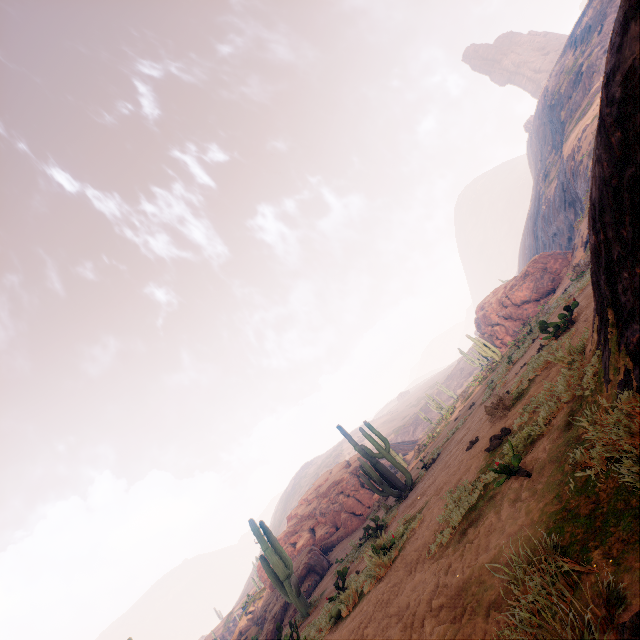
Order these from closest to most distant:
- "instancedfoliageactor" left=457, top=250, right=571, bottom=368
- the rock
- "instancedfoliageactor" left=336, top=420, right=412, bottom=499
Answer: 1. "instancedfoliageactor" left=336, top=420, right=412, bottom=499
2. the rock
3. "instancedfoliageactor" left=457, top=250, right=571, bottom=368

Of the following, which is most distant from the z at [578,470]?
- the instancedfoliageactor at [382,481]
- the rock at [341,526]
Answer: the rock at [341,526]

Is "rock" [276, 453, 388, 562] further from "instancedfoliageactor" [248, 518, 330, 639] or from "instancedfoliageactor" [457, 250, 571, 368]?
"instancedfoliageactor" [457, 250, 571, 368]

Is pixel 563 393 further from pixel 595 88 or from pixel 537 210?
pixel 537 210

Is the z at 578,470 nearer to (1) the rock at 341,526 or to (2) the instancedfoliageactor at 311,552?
(2) the instancedfoliageactor at 311,552

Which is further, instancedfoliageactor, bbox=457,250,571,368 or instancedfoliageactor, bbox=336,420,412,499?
instancedfoliageactor, bbox=457,250,571,368

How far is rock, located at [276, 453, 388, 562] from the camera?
Answer: 21.0 meters
